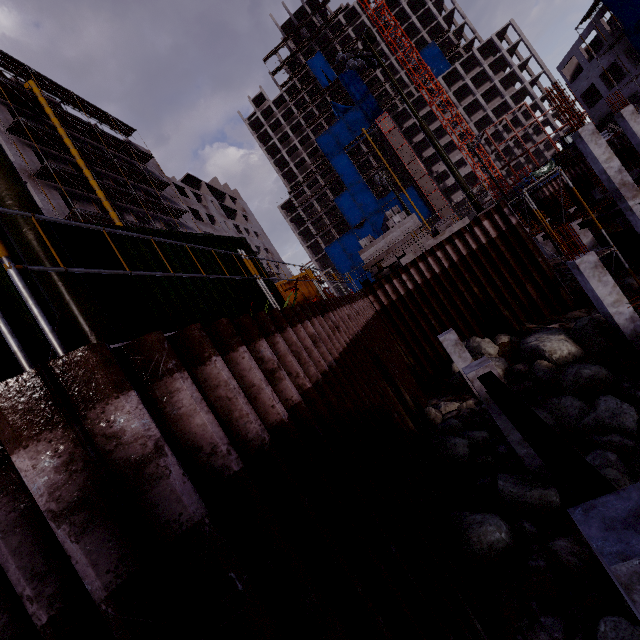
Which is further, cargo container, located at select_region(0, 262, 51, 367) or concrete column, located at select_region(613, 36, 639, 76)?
concrete column, located at select_region(613, 36, 639, 76)

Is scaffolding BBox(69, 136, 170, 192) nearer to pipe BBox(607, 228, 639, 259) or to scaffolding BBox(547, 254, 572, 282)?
scaffolding BBox(547, 254, 572, 282)

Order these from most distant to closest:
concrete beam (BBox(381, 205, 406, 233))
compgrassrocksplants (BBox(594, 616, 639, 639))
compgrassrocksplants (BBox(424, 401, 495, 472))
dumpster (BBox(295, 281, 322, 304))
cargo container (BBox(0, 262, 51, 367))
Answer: concrete beam (BBox(381, 205, 406, 233)) → dumpster (BBox(295, 281, 322, 304)) → compgrassrocksplants (BBox(424, 401, 495, 472)) → compgrassrocksplants (BBox(594, 616, 639, 639)) → cargo container (BBox(0, 262, 51, 367))

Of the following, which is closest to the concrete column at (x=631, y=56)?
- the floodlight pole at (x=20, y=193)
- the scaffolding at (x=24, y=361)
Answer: the floodlight pole at (x=20, y=193)

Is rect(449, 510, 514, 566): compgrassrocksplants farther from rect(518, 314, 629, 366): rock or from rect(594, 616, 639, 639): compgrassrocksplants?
rect(518, 314, 629, 366): rock

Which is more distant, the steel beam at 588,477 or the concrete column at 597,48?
the concrete column at 597,48

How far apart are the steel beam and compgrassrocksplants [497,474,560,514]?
2.1 meters

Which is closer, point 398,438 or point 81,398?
point 81,398
